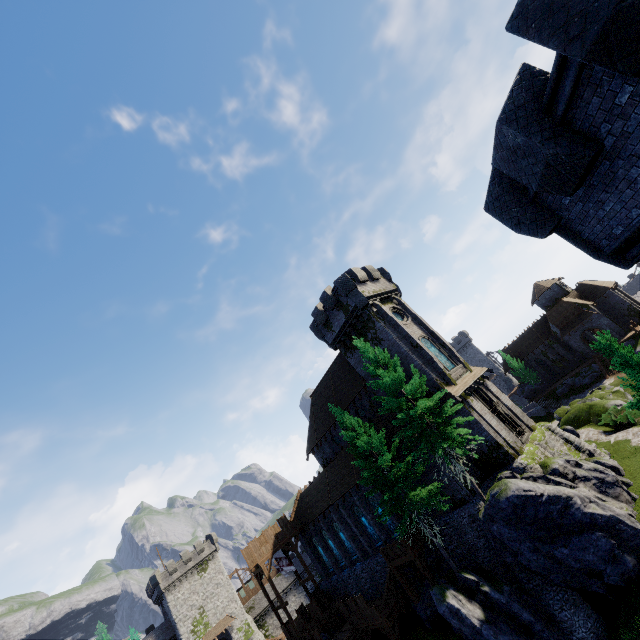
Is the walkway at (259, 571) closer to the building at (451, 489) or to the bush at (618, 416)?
the building at (451, 489)

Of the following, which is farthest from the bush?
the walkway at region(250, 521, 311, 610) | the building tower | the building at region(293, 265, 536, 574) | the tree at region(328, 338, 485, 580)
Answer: the walkway at region(250, 521, 311, 610)

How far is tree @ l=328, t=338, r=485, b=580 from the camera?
19.9 meters

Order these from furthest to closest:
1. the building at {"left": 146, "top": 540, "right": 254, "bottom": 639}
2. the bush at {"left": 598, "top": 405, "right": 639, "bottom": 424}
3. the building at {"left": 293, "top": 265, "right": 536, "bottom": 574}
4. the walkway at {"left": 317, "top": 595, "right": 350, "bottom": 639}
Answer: the building at {"left": 146, "top": 540, "right": 254, "bottom": 639} < the walkway at {"left": 317, "top": 595, "right": 350, "bottom": 639} < the bush at {"left": 598, "top": 405, "right": 639, "bottom": 424} < the building at {"left": 293, "top": 265, "right": 536, "bottom": 574}

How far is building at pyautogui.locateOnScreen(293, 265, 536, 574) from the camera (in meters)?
24.66

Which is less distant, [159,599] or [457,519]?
[457,519]

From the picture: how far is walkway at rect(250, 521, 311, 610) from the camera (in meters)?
32.55

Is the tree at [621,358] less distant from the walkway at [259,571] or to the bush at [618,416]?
the bush at [618,416]
